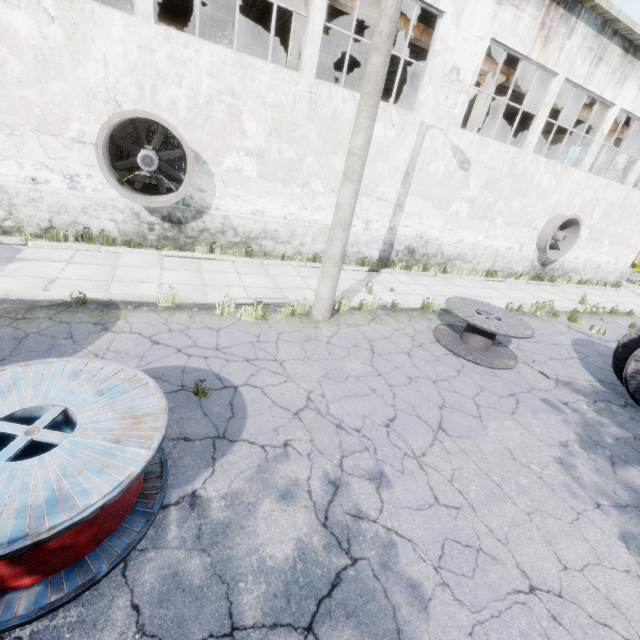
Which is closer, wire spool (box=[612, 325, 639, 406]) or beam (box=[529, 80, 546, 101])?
wire spool (box=[612, 325, 639, 406])

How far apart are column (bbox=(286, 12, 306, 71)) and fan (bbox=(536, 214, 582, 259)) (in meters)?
12.36

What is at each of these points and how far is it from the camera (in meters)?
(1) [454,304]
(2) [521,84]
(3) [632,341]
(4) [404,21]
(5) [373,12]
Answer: (1) wire spool, 7.99
(2) beam, 14.78
(3) wire spool, 7.29
(4) beam, 11.84
(5) beam, 11.36

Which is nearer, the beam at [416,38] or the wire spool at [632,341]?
the wire spool at [632,341]

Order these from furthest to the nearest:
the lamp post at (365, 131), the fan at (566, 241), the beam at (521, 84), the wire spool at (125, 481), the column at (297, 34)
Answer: the fan at (566, 241)
the beam at (521, 84)
the column at (297, 34)
the lamp post at (365, 131)
the wire spool at (125, 481)

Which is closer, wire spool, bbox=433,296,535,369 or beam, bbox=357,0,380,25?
wire spool, bbox=433,296,535,369

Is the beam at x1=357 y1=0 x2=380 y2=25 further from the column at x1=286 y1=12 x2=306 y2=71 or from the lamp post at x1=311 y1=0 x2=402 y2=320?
the lamp post at x1=311 y1=0 x2=402 y2=320

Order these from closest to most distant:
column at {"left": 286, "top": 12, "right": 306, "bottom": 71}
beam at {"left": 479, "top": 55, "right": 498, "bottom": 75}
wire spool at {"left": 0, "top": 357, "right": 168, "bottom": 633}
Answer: wire spool at {"left": 0, "top": 357, "right": 168, "bottom": 633}
column at {"left": 286, "top": 12, "right": 306, "bottom": 71}
beam at {"left": 479, "top": 55, "right": 498, "bottom": 75}
